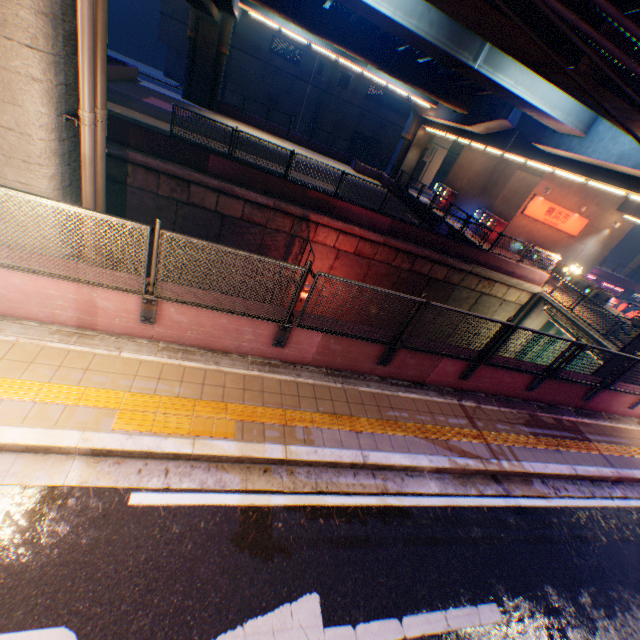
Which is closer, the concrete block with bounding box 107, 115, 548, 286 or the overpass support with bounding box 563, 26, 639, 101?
the overpass support with bounding box 563, 26, 639, 101

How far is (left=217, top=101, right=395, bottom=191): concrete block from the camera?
30.8m

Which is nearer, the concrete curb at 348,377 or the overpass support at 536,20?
the concrete curb at 348,377

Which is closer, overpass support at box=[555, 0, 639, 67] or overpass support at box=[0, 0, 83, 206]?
overpass support at box=[0, 0, 83, 206]

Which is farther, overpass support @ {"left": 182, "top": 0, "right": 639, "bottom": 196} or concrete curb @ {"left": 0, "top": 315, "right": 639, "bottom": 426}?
overpass support @ {"left": 182, "top": 0, "right": 639, "bottom": 196}

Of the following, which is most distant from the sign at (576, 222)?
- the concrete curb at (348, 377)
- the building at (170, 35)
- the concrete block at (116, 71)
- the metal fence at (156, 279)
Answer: the building at (170, 35)

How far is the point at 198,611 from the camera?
3.4 meters

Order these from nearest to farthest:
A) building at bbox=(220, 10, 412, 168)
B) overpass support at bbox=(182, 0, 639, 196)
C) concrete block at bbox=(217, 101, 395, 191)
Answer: overpass support at bbox=(182, 0, 639, 196) < concrete block at bbox=(217, 101, 395, 191) < building at bbox=(220, 10, 412, 168)
